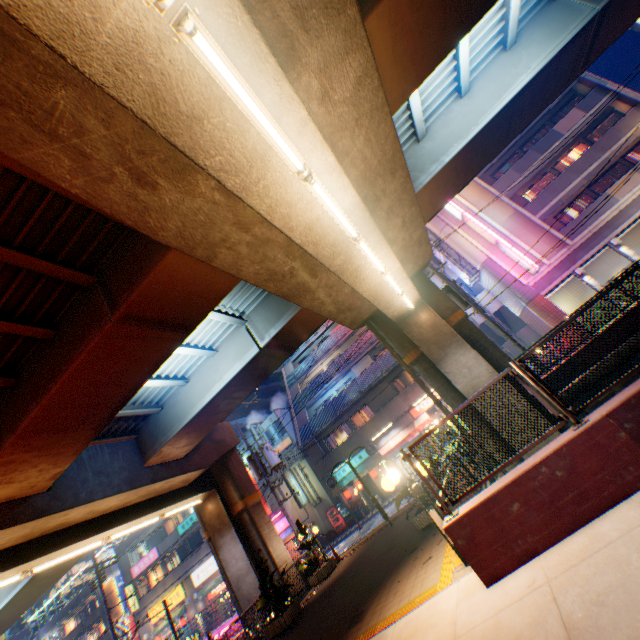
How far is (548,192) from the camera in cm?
2431

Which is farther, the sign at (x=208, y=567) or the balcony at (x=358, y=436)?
the sign at (x=208, y=567)

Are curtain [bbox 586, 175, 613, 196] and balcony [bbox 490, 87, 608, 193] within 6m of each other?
yes

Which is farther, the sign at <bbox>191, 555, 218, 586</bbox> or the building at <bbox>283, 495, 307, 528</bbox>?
the sign at <bbox>191, 555, 218, 586</bbox>

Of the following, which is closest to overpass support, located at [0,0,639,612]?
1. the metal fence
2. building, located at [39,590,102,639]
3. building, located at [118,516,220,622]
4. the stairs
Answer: the metal fence

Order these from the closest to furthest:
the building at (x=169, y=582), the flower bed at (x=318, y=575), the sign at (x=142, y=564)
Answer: the flower bed at (x=318, y=575), the building at (x=169, y=582), the sign at (x=142, y=564)

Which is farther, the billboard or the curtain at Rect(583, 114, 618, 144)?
the billboard

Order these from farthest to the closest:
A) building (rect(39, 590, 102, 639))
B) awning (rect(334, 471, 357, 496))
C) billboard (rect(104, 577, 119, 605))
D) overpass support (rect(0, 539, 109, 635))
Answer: building (rect(39, 590, 102, 639)), billboard (rect(104, 577, 119, 605)), awning (rect(334, 471, 357, 496)), overpass support (rect(0, 539, 109, 635))
